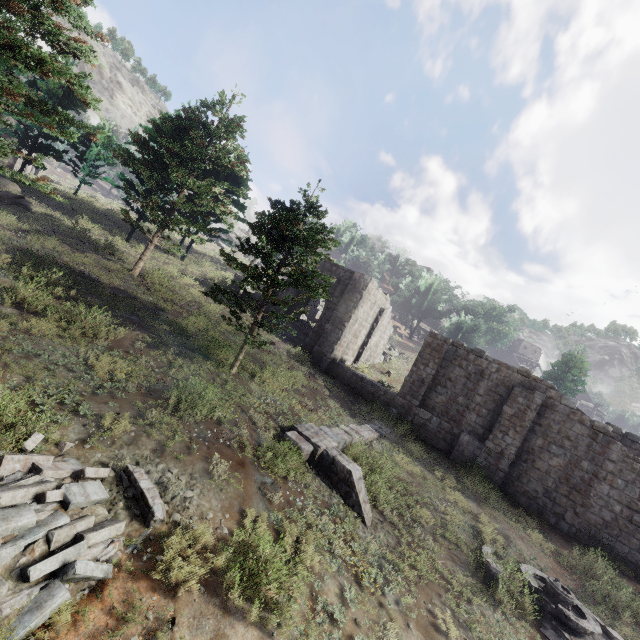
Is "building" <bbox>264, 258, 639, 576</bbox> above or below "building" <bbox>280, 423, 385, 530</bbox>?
above

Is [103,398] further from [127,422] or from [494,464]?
[494,464]

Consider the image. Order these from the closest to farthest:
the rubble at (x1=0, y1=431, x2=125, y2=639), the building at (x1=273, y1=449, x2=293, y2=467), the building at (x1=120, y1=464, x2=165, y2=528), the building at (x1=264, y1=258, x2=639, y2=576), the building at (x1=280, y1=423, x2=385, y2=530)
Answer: the rubble at (x1=0, y1=431, x2=125, y2=639) → the building at (x1=120, y1=464, x2=165, y2=528) → the building at (x1=273, y1=449, x2=293, y2=467) → the building at (x1=280, y1=423, x2=385, y2=530) → the building at (x1=264, y1=258, x2=639, y2=576)

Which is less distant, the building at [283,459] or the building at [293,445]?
the building at [283,459]

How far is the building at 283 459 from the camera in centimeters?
845cm

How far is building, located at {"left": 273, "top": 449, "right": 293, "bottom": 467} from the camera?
8.45m

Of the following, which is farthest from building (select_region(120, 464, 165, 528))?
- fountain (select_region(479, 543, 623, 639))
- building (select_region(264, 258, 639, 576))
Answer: fountain (select_region(479, 543, 623, 639))

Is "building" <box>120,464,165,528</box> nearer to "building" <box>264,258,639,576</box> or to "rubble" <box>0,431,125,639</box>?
"rubble" <box>0,431,125,639</box>
